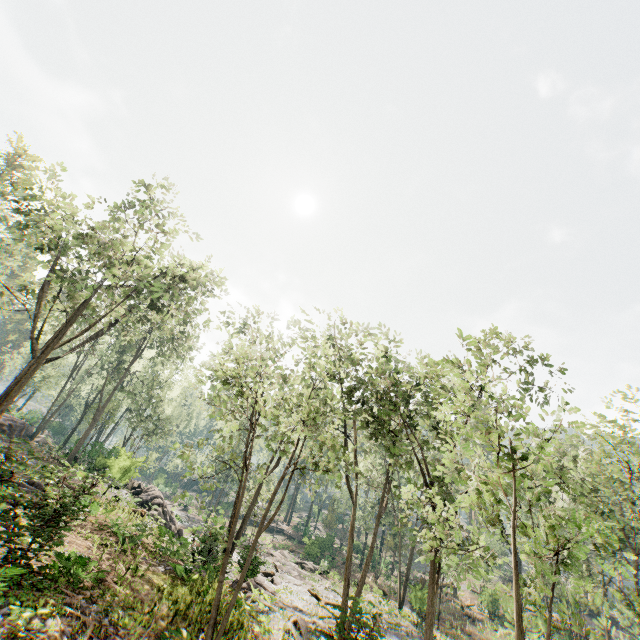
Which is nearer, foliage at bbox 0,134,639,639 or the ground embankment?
foliage at bbox 0,134,639,639

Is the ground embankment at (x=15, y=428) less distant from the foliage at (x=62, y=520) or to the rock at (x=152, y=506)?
the foliage at (x=62, y=520)

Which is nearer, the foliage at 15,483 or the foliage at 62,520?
the foliage at 15,483

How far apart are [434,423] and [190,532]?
30.56m

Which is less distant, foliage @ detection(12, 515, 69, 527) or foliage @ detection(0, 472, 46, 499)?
foliage @ detection(0, 472, 46, 499)

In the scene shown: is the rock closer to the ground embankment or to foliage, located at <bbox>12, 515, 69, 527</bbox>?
foliage, located at <bbox>12, 515, 69, 527</bbox>

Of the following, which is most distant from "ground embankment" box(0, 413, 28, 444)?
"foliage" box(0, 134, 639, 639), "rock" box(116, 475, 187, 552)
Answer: "rock" box(116, 475, 187, 552)
